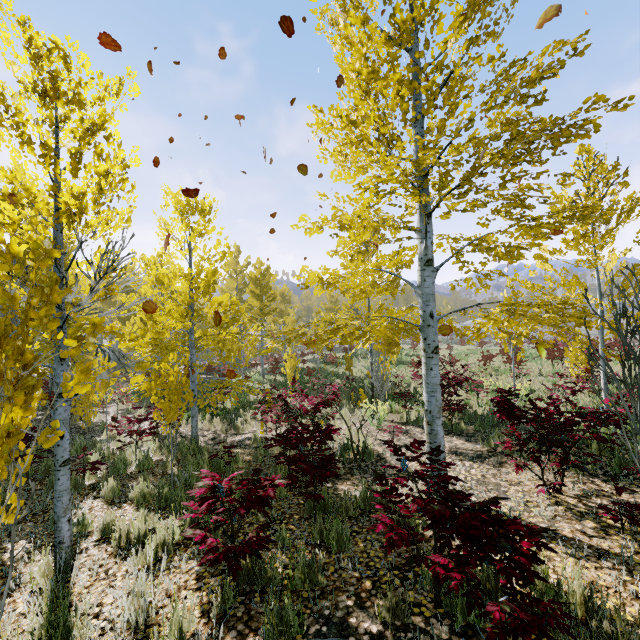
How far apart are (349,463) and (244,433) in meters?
4.5

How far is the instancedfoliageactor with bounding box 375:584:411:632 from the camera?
2.7m

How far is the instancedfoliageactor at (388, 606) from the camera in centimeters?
270cm
